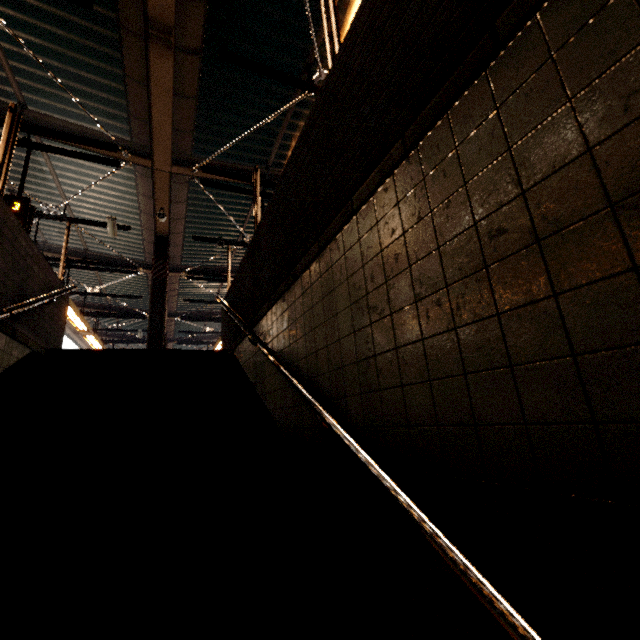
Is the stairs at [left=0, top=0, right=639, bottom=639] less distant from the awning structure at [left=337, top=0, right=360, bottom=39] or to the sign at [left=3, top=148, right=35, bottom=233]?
the awning structure at [left=337, top=0, right=360, bottom=39]

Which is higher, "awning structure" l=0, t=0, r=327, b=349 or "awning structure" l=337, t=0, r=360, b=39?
"awning structure" l=337, t=0, r=360, b=39

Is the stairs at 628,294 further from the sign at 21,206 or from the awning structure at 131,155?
the sign at 21,206

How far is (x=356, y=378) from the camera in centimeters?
154cm

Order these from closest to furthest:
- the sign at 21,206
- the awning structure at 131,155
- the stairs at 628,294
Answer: the stairs at 628,294 → the awning structure at 131,155 → the sign at 21,206

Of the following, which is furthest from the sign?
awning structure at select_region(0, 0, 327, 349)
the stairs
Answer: the stairs

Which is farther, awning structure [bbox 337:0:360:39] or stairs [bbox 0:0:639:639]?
awning structure [bbox 337:0:360:39]
